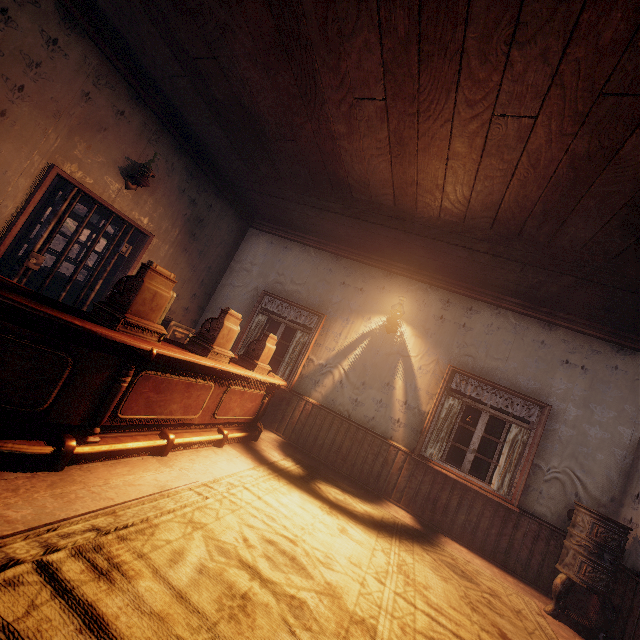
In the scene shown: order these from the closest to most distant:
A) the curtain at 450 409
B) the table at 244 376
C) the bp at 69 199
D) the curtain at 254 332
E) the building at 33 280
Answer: the table at 244 376 → the bp at 69 199 → the curtain at 450 409 → the building at 33 280 → the curtain at 254 332

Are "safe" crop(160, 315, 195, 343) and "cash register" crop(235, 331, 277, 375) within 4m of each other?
yes

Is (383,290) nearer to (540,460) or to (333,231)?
(333,231)

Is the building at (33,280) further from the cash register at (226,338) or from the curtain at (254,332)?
the cash register at (226,338)

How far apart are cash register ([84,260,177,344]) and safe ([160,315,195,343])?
2.5 meters

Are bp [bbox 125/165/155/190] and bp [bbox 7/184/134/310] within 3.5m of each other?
yes

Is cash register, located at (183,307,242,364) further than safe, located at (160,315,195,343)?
No

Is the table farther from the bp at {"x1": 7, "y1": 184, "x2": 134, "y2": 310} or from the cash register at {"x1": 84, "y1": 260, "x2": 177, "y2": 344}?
the bp at {"x1": 7, "y1": 184, "x2": 134, "y2": 310}
